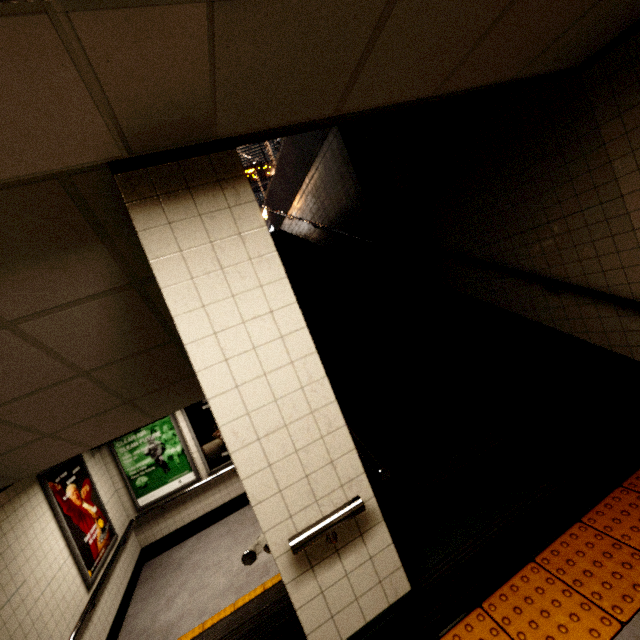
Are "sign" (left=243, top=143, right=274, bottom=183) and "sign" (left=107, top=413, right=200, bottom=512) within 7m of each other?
no

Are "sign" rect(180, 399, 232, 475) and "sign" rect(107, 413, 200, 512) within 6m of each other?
yes

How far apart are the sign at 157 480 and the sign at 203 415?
0.1 meters

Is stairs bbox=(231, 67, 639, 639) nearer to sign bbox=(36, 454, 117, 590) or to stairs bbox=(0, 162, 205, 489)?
stairs bbox=(0, 162, 205, 489)

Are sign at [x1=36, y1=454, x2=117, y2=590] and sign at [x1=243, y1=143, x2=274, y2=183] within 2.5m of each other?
no

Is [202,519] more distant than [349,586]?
Yes

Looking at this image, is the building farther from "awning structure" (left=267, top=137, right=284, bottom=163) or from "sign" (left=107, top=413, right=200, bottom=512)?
"sign" (left=107, top=413, right=200, bottom=512)

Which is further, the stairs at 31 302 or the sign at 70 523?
the sign at 70 523
